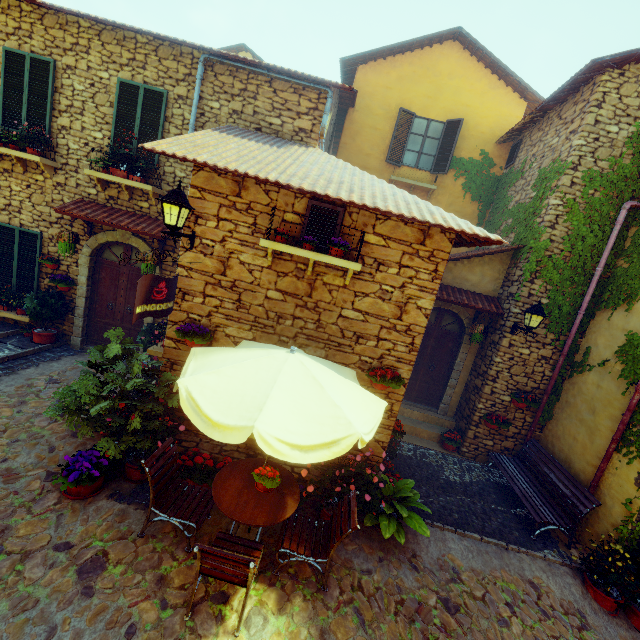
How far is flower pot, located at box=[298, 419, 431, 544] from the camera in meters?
4.8

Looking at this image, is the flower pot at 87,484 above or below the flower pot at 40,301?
below

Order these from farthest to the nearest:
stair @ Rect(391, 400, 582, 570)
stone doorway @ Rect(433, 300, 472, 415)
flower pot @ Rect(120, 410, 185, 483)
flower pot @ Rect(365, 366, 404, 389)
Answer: stone doorway @ Rect(433, 300, 472, 415) → stair @ Rect(391, 400, 582, 570) → flower pot @ Rect(365, 366, 404, 389) → flower pot @ Rect(120, 410, 185, 483)

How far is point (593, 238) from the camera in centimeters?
702cm

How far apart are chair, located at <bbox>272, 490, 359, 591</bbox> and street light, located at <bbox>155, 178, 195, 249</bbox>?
4.2m

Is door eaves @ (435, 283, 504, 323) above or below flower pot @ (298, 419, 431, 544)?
above

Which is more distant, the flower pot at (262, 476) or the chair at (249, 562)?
the flower pot at (262, 476)

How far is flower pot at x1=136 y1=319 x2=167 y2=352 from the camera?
6.2m
